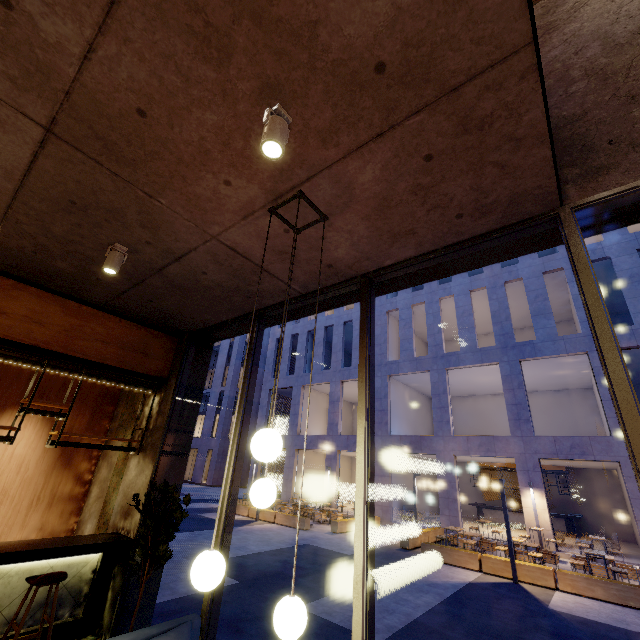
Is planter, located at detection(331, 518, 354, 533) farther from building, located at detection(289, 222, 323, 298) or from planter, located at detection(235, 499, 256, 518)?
building, located at detection(289, 222, 323, 298)

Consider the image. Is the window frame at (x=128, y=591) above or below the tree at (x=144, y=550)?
below

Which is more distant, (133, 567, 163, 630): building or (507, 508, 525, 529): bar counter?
(507, 508, 525, 529): bar counter

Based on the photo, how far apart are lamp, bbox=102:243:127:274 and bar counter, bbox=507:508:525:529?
25.1 meters

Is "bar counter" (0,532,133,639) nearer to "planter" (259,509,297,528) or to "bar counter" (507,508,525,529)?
"planter" (259,509,297,528)

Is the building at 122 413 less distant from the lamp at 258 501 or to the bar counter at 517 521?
the lamp at 258 501

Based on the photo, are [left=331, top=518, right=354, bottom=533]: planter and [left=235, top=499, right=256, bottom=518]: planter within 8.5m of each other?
yes

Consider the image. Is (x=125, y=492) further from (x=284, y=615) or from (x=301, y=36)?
(x=301, y=36)
